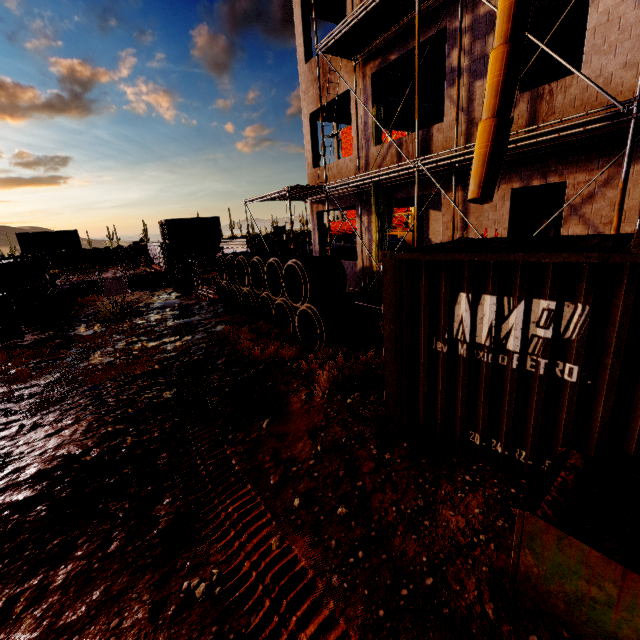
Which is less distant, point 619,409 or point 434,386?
point 619,409

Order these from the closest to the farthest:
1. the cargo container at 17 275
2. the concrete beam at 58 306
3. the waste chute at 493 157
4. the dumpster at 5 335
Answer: the waste chute at 493 157 → the dumpster at 5 335 → the concrete beam at 58 306 → the cargo container at 17 275

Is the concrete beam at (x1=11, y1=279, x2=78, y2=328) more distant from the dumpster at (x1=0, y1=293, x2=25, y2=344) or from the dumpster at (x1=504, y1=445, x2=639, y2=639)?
the dumpster at (x1=504, y1=445, x2=639, y2=639)

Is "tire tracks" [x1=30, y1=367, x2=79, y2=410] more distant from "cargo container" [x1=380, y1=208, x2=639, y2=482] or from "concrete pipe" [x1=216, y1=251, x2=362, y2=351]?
"cargo container" [x1=380, y1=208, x2=639, y2=482]

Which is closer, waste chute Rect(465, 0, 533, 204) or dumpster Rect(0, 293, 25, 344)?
waste chute Rect(465, 0, 533, 204)

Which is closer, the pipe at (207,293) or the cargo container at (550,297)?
the cargo container at (550,297)

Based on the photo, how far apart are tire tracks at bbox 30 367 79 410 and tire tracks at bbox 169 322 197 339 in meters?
2.6 m

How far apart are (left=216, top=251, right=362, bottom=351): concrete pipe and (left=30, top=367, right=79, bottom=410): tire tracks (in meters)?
4.84
